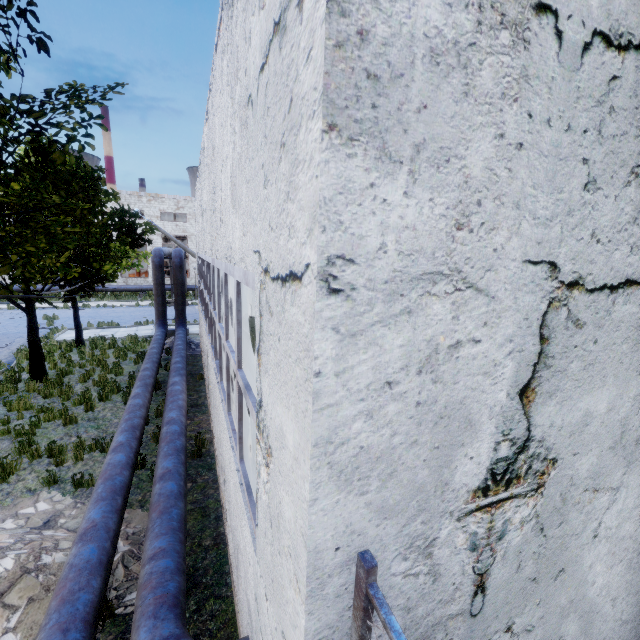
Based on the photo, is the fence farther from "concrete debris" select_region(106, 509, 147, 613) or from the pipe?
"concrete debris" select_region(106, 509, 147, 613)

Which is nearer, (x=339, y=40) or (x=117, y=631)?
(x=339, y=40)

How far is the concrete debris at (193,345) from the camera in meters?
16.9 m

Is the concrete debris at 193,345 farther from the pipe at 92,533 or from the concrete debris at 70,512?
the concrete debris at 70,512

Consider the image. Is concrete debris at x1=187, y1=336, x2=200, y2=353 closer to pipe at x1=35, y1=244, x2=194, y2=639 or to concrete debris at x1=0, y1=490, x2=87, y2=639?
pipe at x1=35, y1=244, x2=194, y2=639

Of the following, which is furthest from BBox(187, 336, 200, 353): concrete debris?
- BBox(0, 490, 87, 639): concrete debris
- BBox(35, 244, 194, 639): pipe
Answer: BBox(0, 490, 87, 639): concrete debris

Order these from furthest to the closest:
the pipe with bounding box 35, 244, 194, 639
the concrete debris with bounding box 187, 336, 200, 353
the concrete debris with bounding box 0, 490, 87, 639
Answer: the concrete debris with bounding box 187, 336, 200, 353
the concrete debris with bounding box 0, 490, 87, 639
the pipe with bounding box 35, 244, 194, 639

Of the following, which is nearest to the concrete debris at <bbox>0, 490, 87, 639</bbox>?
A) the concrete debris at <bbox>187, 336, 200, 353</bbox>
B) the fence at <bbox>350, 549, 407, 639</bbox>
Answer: the fence at <bbox>350, 549, 407, 639</bbox>
